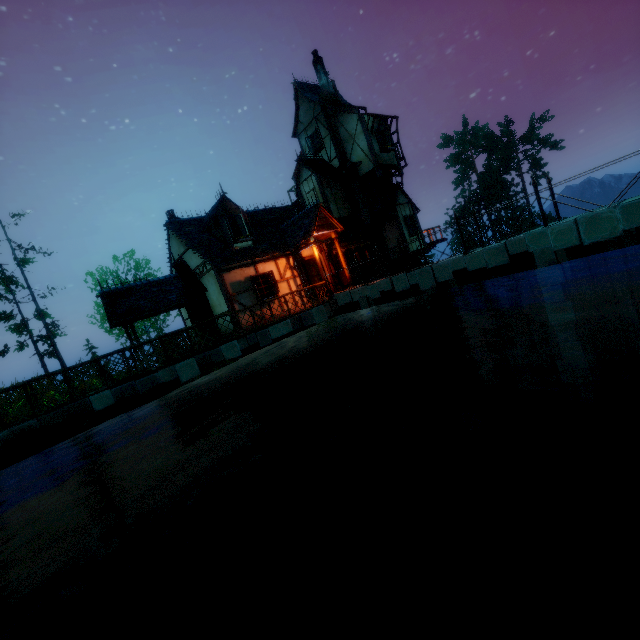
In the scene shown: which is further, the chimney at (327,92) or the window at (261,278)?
the chimney at (327,92)

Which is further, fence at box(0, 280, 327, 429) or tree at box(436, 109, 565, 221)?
tree at box(436, 109, 565, 221)

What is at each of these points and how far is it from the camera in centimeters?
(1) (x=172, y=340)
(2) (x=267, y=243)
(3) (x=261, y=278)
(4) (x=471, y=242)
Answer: (1) fence, 1073cm
(2) building, 1605cm
(3) window, 1495cm
(4) tree, 4572cm

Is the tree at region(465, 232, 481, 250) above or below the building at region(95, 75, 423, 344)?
below

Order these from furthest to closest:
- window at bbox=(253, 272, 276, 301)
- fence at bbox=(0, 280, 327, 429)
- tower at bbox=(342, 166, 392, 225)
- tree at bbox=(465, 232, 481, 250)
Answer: tree at bbox=(465, 232, 481, 250), tower at bbox=(342, 166, 392, 225), window at bbox=(253, 272, 276, 301), fence at bbox=(0, 280, 327, 429)

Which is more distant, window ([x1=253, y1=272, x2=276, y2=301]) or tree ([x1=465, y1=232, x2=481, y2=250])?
tree ([x1=465, y1=232, x2=481, y2=250])

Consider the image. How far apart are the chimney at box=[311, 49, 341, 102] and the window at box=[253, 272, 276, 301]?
13.1 meters

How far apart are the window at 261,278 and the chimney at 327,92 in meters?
13.1
